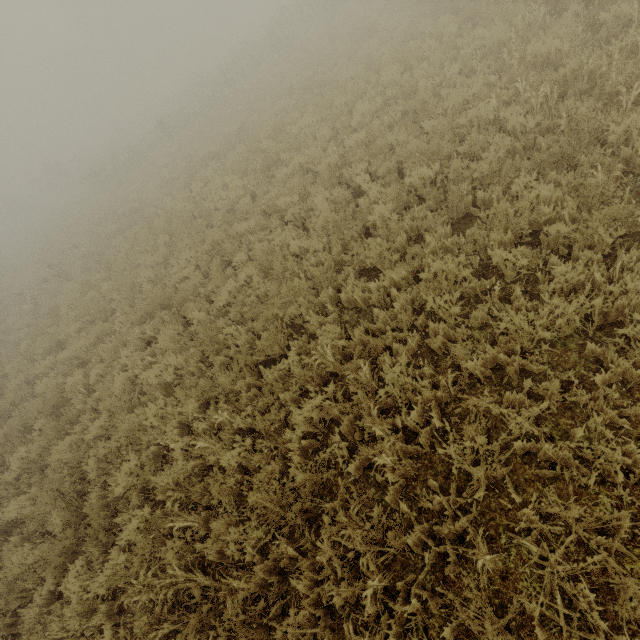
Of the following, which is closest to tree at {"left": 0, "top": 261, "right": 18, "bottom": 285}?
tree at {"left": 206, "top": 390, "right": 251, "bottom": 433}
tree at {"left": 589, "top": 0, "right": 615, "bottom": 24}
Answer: tree at {"left": 206, "top": 390, "right": 251, "bottom": 433}

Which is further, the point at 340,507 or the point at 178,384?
the point at 178,384

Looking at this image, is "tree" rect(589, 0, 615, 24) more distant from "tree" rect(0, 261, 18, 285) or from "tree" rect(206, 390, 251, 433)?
"tree" rect(0, 261, 18, 285)

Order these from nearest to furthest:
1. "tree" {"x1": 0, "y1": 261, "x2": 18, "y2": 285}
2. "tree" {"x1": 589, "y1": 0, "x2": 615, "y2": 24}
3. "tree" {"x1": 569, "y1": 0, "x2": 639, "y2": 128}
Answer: "tree" {"x1": 569, "y1": 0, "x2": 639, "y2": 128}
"tree" {"x1": 589, "y1": 0, "x2": 615, "y2": 24}
"tree" {"x1": 0, "y1": 261, "x2": 18, "y2": 285}

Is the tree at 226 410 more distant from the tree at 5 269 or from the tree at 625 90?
the tree at 5 269

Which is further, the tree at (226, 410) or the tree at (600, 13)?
the tree at (600, 13)
